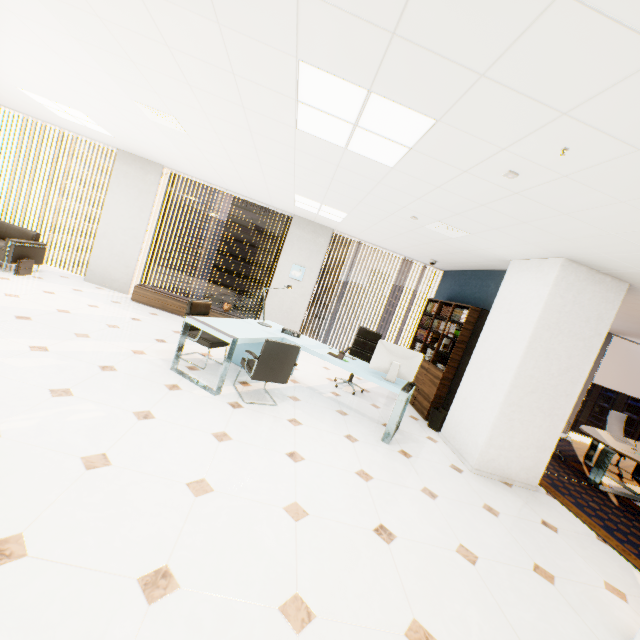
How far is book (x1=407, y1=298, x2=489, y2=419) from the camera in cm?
560

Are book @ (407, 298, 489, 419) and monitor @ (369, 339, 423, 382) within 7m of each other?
yes

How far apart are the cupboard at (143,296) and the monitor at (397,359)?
3.71m

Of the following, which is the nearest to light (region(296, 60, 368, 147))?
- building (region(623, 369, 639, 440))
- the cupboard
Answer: the cupboard

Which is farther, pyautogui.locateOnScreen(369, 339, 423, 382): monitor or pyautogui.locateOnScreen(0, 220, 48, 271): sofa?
pyautogui.locateOnScreen(0, 220, 48, 271): sofa

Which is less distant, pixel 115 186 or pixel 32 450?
pixel 32 450

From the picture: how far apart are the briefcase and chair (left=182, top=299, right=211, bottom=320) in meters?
3.9

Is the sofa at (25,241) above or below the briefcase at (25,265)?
above
